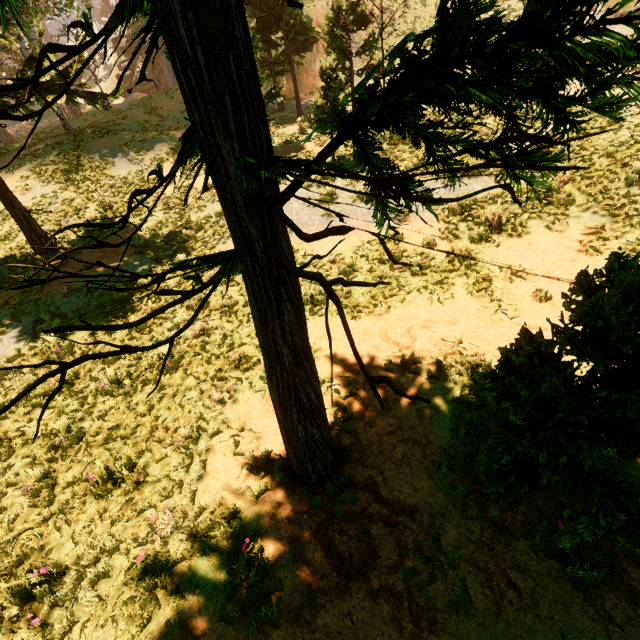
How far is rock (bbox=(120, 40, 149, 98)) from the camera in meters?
35.6 m

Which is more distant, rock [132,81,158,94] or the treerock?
rock [132,81,158,94]

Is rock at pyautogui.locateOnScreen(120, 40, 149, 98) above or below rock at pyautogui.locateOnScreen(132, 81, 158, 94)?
above

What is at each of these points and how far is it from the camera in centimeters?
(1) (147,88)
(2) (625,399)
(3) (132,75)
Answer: (1) rock, 3772cm
(2) treerock, 262cm
(3) rock, 3722cm

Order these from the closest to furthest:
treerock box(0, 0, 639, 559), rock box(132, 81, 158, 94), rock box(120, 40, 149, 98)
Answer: treerock box(0, 0, 639, 559), rock box(120, 40, 149, 98), rock box(132, 81, 158, 94)

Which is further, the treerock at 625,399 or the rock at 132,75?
the rock at 132,75

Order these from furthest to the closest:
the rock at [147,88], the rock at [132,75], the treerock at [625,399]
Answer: the rock at [147,88]
the rock at [132,75]
the treerock at [625,399]
